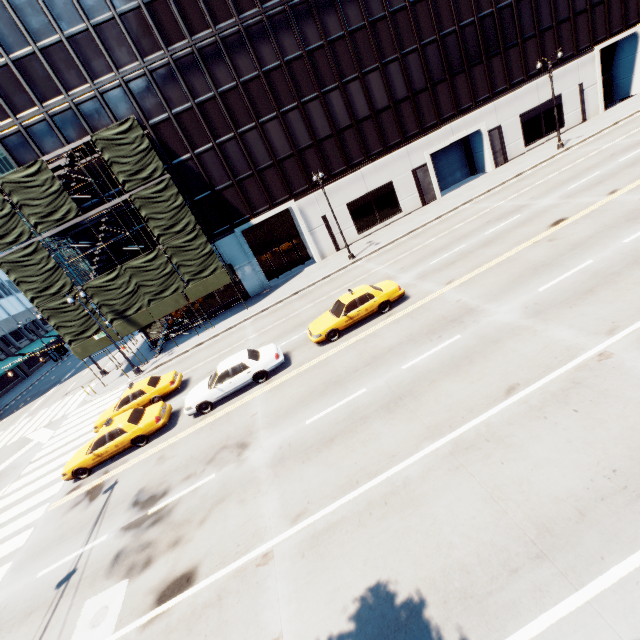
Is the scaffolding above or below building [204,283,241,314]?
above

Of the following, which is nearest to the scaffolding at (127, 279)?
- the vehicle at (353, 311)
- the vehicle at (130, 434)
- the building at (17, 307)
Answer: the vehicle at (130, 434)

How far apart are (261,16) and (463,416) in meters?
32.0 m

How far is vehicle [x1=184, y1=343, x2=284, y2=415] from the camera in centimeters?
1498cm

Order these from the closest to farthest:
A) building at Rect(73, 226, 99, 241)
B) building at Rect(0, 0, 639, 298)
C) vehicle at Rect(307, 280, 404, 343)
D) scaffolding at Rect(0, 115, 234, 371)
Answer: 1. vehicle at Rect(307, 280, 404, 343)
2. scaffolding at Rect(0, 115, 234, 371)
3. building at Rect(0, 0, 639, 298)
4. building at Rect(73, 226, 99, 241)

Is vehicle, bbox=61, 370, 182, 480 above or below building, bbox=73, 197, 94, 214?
below

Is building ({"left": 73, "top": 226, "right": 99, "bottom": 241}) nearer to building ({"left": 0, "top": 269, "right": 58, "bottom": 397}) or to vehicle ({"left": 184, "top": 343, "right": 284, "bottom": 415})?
vehicle ({"left": 184, "top": 343, "right": 284, "bottom": 415})

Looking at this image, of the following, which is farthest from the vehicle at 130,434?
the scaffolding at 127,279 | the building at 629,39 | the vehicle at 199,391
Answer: the building at 629,39
